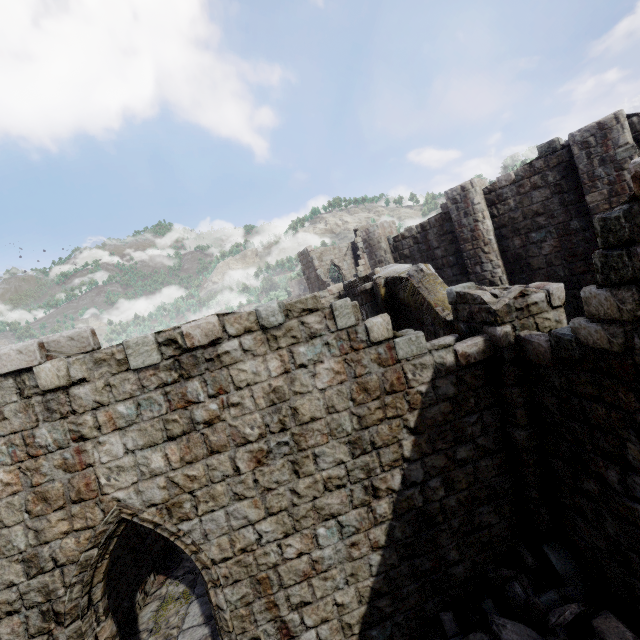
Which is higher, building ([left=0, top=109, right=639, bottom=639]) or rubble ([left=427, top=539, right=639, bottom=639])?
building ([left=0, top=109, right=639, bottom=639])

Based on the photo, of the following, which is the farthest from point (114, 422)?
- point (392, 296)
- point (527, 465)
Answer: point (392, 296)

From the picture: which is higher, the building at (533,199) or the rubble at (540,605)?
the building at (533,199)
